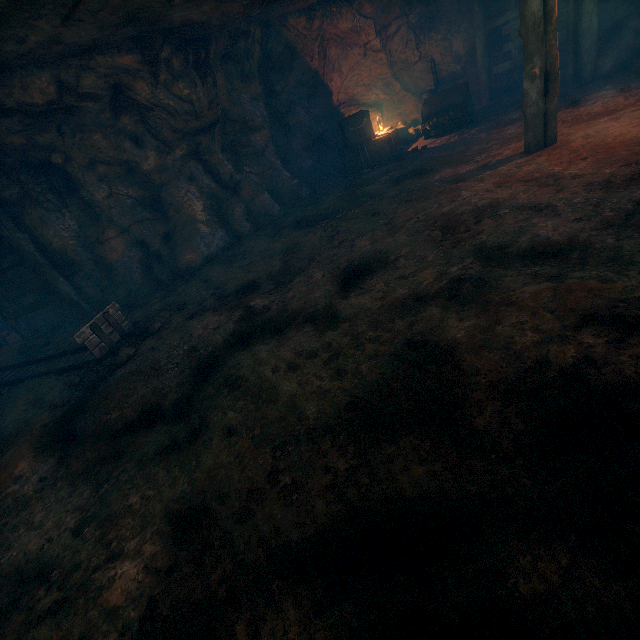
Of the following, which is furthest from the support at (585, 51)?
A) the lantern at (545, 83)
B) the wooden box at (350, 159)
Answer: the lantern at (545, 83)

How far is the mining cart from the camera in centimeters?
1068cm

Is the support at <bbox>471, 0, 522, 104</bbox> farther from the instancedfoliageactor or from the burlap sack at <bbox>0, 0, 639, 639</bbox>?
the instancedfoliageactor

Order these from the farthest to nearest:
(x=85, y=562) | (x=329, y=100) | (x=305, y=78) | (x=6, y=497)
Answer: (x=329, y=100) → (x=305, y=78) → (x=6, y=497) → (x=85, y=562)

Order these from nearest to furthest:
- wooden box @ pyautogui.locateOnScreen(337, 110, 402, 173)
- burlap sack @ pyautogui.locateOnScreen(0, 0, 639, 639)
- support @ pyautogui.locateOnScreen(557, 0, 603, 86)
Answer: burlap sack @ pyautogui.locateOnScreen(0, 0, 639, 639)
support @ pyautogui.locateOnScreen(557, 0, 603, 86)
wooden box @ pyautogui.locateOnScreen(337, 110, 402, 173)

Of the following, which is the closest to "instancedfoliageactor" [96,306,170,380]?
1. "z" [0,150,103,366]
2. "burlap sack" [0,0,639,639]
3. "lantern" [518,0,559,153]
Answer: "burlap sack" [0,0,639,639]

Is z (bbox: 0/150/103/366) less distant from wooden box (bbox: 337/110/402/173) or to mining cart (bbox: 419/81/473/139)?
wooden box (bbox: 337/110/402/173)

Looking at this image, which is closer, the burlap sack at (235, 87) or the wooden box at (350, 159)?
the burlap sack at (235, 87)
